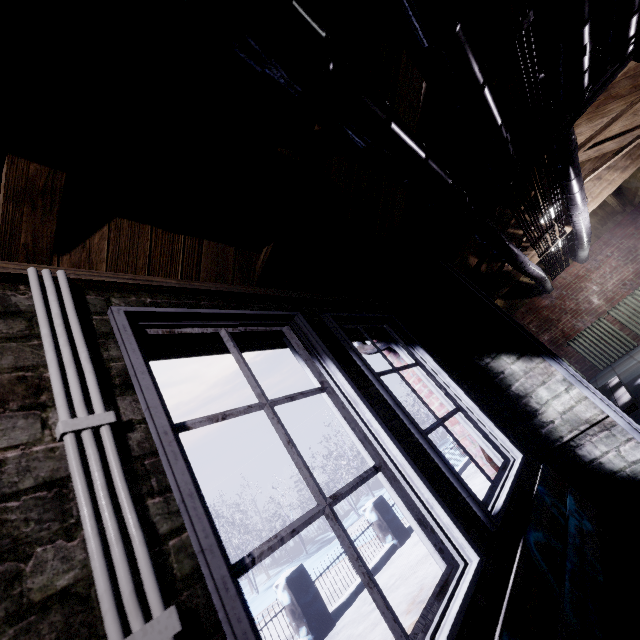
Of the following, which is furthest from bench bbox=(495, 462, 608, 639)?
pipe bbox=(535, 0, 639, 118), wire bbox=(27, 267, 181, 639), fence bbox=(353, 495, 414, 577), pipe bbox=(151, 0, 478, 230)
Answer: fence bbox=(353, 495, 414, 577)

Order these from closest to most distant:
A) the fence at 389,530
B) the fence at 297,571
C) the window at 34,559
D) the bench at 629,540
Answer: the window at 34,559, the bench at 629,540, the fence at 297,571, the fence at 389,530

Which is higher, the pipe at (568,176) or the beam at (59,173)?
the beam at (59,173)

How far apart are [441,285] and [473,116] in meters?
1.3 m

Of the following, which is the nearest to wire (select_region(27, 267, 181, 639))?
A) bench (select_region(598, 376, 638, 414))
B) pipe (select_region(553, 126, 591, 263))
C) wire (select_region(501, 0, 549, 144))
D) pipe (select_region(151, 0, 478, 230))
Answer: pipe (select_region(151, 0, 478, 230))

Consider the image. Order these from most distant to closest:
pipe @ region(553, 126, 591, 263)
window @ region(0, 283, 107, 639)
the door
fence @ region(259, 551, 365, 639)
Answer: fence @ region(259, 551, 365, 639), pipe @ region(553, 126, 591, 263), the door, window @ region(0, 283, 107, 639)

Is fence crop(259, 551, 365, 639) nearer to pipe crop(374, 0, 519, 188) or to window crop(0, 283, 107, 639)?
window crop(0, 283, 107, 639)

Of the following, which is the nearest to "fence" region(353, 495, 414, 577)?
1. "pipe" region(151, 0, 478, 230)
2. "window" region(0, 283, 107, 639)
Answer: "window" region(0, 283, 107, 639)
